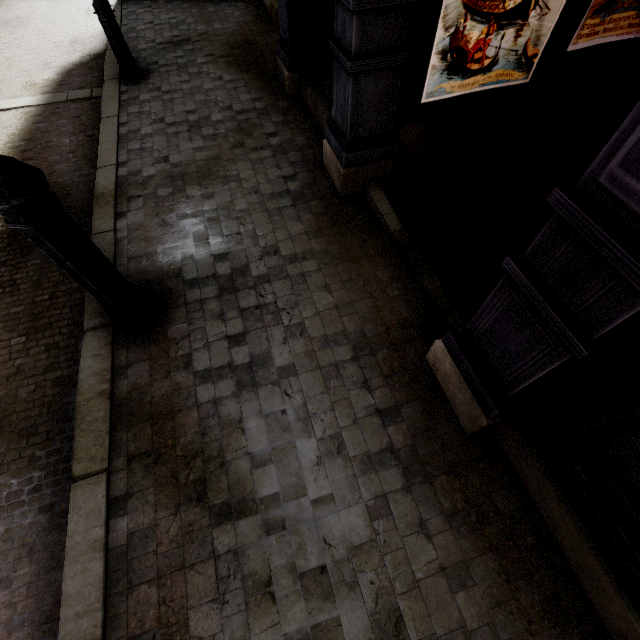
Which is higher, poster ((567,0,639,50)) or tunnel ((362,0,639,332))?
poster ((567,0,639,50))

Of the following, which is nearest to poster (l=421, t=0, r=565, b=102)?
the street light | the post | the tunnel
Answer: the tunnel

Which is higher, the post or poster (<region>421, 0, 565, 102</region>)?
poster (<region>421, 0, 565, 102</region>)

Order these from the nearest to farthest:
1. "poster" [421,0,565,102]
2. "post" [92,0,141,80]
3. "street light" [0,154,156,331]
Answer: "street light" [0,154,156,331] < "poster" [421,0,565,102] < "post" [92,0,141,80]

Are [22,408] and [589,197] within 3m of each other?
no

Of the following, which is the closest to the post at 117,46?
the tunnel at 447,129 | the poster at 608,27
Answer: the tunnel at 447,129

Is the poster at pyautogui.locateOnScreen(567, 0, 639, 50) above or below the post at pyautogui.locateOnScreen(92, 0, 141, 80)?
above

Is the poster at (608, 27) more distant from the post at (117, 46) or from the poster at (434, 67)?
the post at (117, 46)
